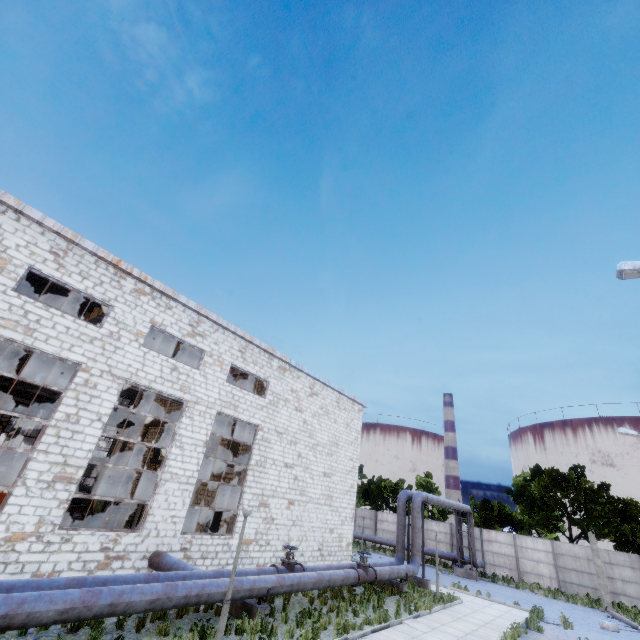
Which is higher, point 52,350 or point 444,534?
point 52,350

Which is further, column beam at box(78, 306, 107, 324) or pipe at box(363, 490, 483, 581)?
pipe at box(363, 490, 483, 581)

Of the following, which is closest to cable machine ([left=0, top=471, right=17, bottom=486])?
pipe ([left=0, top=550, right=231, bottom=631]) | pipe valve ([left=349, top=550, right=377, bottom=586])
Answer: pipe ([left=0, top=550, right=231, bottom=631])

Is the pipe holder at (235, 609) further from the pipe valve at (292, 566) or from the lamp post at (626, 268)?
the lamp post at (626, 268)

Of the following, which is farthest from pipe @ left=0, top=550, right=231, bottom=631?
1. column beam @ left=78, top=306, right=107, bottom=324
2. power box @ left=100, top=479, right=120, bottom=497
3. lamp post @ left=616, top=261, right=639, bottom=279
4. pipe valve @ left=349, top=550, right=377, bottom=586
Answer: power box @ left=100, top=479, right=120, bottom=497

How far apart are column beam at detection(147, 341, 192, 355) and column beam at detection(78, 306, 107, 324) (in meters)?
4.01

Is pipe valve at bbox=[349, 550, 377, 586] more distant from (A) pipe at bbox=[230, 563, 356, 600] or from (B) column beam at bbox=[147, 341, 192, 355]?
(B) column beam at bbox=[147, 341, 192, 355]

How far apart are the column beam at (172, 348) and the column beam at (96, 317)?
4.0 meters
